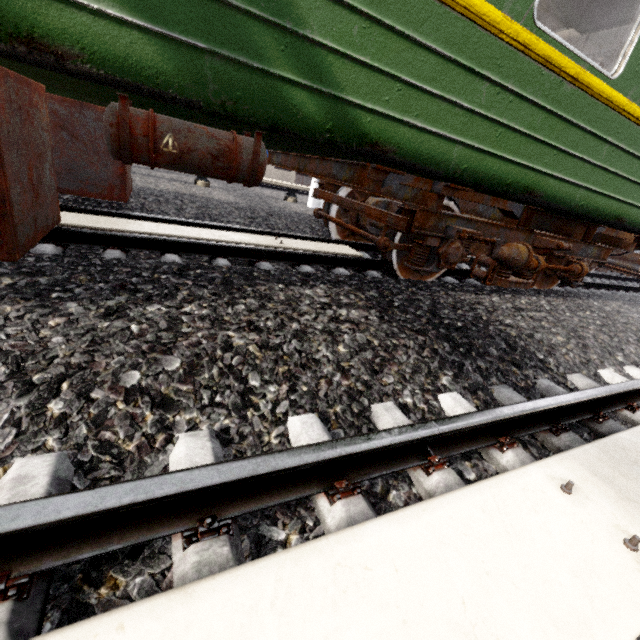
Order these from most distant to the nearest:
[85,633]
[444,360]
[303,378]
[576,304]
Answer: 1. [576,304]
2. [444,360]
3. [303,378]
4. [85,633]

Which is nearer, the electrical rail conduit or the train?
the electrical rail conduit

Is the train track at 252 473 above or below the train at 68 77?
below

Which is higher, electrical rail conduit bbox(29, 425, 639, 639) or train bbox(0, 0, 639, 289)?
train bbox(0, 0, 639, 289)

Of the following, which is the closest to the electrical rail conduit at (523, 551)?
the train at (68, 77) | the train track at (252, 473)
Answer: the train track at (252, 473)

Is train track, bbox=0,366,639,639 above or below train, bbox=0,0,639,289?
below

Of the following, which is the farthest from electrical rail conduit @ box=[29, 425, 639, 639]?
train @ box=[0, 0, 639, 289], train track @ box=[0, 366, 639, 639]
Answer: train @ box=[0, 0, 639, 289]
